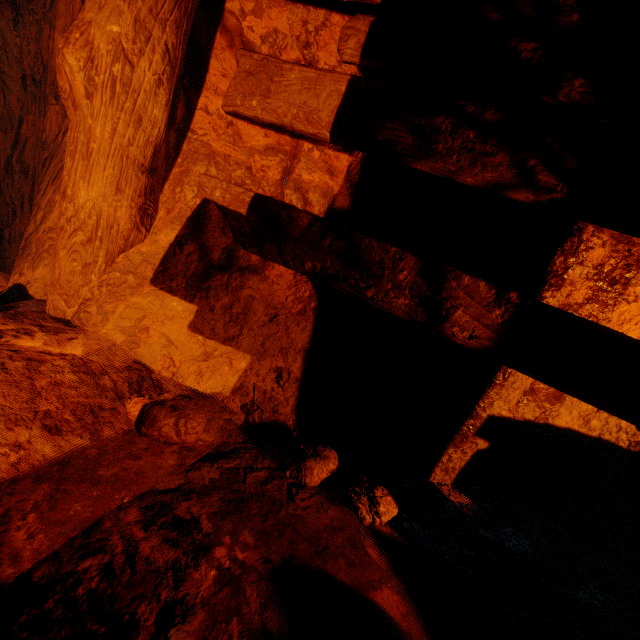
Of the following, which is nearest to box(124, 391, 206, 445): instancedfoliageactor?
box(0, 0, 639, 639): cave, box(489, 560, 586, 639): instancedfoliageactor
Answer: box(0, 0, 639, 639): cave

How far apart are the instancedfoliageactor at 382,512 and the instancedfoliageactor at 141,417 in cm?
42

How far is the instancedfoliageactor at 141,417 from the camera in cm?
112

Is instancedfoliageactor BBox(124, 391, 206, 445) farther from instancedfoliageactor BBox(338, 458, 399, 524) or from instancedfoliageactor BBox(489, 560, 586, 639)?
instancedfoliageactor BBox(489, 560, 586, 639)

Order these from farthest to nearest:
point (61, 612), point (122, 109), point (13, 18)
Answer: point (13, 18) < point (122, 109) < point (61, 612)

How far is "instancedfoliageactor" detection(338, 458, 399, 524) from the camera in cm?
125
